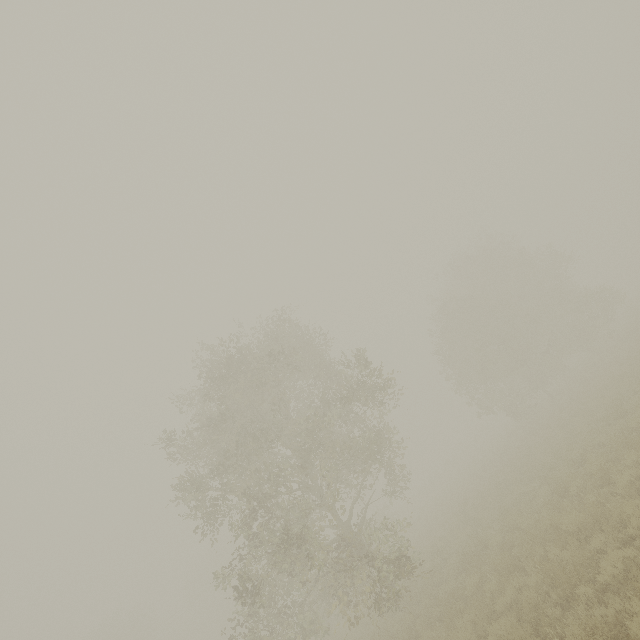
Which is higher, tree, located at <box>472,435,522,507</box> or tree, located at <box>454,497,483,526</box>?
→ tree, located at <box>472,435,522,507</box>

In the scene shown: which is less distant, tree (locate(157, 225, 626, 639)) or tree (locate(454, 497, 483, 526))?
tree (locate(157, 225, 626, 639))

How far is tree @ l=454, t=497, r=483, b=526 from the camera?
17.47m

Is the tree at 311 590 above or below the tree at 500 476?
above

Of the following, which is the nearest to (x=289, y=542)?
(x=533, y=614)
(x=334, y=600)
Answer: (x=533, y=614)
